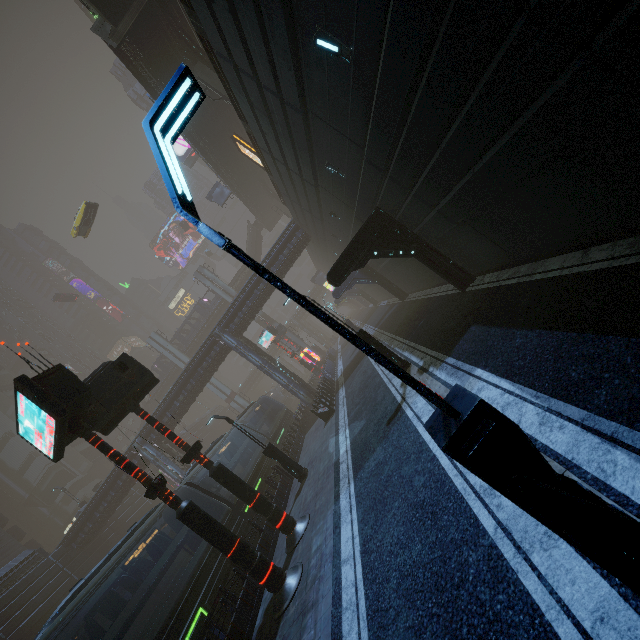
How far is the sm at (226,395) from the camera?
54.44m

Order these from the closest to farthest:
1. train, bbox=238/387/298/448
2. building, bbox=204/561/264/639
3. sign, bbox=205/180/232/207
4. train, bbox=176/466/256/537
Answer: building, bbox=204/561/264/639, train, bbox=176/466/256/537, train, bbox=238/387/298/448, sign, bbox=205/180/232/207

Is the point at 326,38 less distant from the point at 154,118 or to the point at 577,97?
the point at 577,97

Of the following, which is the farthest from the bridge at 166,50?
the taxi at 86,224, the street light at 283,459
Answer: the street light at 283,459

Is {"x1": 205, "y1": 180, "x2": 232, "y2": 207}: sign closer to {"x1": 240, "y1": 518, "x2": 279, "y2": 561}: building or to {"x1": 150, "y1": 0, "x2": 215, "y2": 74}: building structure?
{"x1": 240, "y1": 518, "x2": 279, "y2": 561}: building

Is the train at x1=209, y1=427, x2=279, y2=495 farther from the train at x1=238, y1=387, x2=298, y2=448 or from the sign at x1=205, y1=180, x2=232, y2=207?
the sign at x1=205, y1=180, x2=232, y2=207

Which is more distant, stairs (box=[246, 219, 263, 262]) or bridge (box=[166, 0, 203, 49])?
stairs (box=[246, 219, 263, 262])

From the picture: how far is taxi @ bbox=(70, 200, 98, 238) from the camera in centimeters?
3444cm
